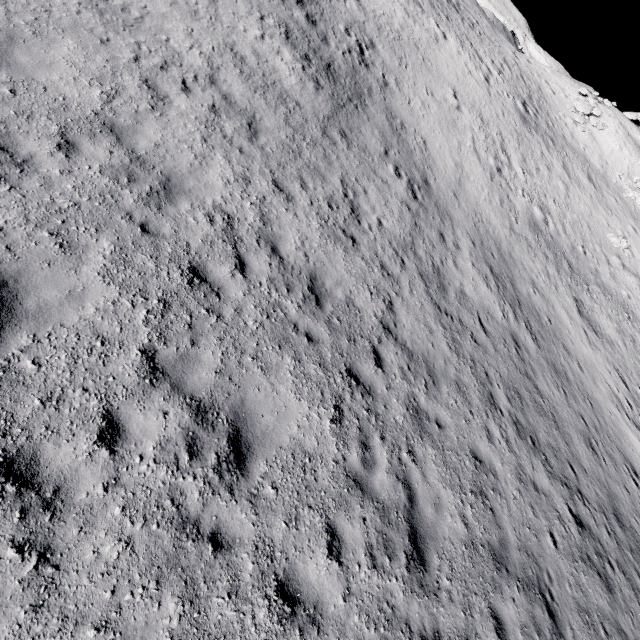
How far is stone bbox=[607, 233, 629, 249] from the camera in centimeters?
2436cm

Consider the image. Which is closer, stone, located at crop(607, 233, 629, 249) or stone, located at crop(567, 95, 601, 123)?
stone, located at crop(607, 233, 629, 249)

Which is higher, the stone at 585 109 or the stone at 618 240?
the stone at 585 109

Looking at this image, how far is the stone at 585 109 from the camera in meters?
31.1

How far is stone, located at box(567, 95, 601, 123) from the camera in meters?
31.1 m

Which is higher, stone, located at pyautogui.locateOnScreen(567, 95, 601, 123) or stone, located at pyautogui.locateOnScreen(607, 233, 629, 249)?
stone, located at pyautogui.locateOnScreen(567, 95, 601, 123)

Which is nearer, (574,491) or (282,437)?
(282,437)
